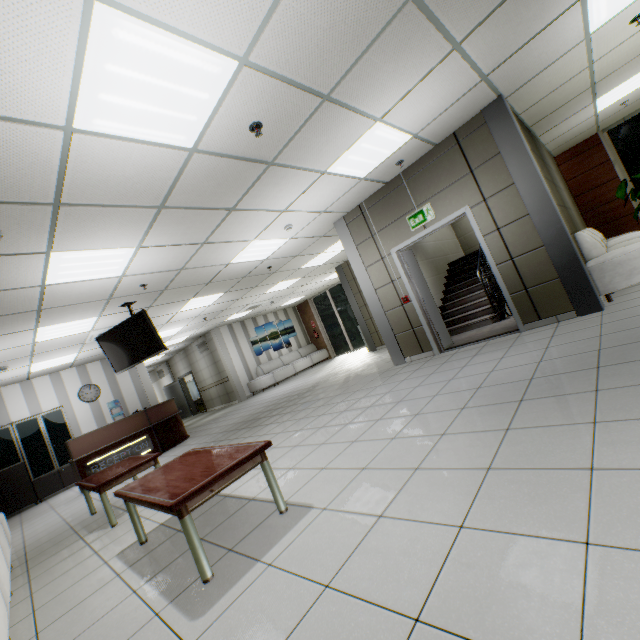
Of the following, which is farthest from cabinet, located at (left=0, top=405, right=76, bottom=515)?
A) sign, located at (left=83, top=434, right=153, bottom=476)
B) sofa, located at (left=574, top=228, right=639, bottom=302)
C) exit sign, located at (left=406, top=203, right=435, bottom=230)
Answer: sofa, located at (left=574, top=228, right=639, bottom=302)

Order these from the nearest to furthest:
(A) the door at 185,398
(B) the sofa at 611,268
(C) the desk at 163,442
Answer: (B) the sofa at 611,268, (C) the desk at 163,442, (A) the door at 185,398

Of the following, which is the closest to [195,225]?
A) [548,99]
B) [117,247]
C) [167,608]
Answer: [117,247]

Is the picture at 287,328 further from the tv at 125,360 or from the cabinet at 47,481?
the tv at 125,360

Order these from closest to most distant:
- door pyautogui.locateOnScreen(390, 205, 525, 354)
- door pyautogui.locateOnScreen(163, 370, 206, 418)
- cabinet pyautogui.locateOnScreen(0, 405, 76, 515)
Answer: door pyautogui.locateOnScreen(390, 205, 525, 354)
cabinet pyautogui.locateOnScreen(0, 405, 76, 515)
door pyautogui.locateOnScreen(163, 370, 206, 418)

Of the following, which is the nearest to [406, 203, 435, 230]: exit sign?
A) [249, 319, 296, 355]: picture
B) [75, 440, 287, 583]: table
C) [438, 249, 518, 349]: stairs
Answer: [438, 249, 518, 349]: stairs

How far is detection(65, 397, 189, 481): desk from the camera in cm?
691

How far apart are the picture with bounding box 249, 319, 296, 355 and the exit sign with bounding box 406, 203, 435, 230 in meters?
10.4 m
